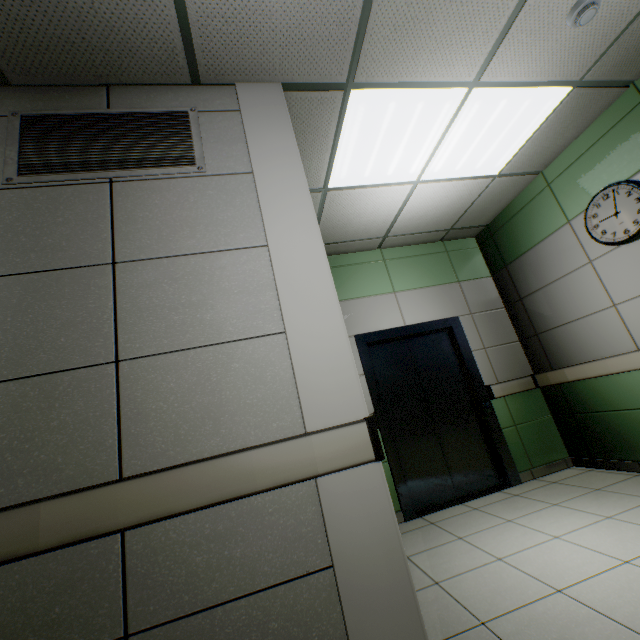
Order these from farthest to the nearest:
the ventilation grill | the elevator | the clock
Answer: the elevator < the clock < the ventilation grill

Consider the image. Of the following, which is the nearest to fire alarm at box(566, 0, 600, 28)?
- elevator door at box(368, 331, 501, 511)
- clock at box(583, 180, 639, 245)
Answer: clock at box(583, 180, 639, 245)

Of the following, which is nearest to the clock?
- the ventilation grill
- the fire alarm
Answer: the fire alarm

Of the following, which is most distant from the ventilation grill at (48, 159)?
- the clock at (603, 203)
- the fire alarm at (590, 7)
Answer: the clock at (603, 203)

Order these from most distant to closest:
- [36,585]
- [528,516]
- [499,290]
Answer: [499,290] < [528,516] < [36,585]

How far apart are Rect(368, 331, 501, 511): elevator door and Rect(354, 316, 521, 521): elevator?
0.01m

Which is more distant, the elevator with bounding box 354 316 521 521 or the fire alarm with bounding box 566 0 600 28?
the elevator with bounding box 354 316 521 521

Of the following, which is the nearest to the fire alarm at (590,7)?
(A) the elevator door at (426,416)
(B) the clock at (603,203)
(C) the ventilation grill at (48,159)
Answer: (B) the clock at (603,203)
